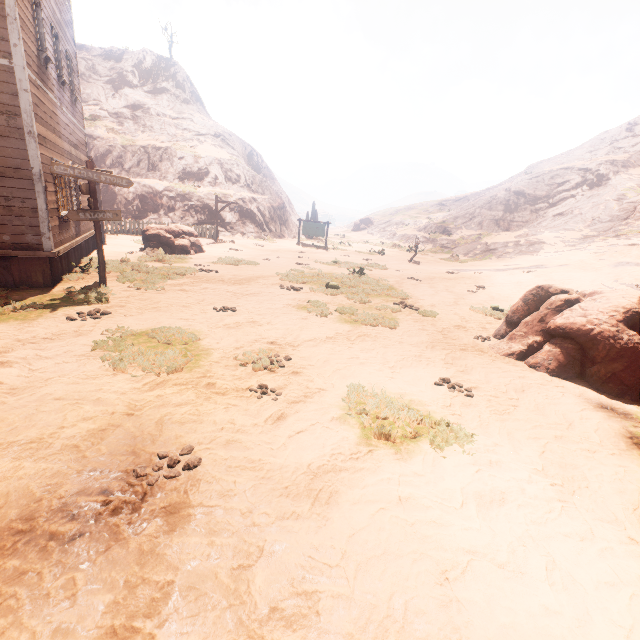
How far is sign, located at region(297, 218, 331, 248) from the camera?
26.8m

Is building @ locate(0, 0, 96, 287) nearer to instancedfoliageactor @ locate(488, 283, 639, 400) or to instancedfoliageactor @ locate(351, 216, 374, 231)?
instancedfoliageactor @ locate(488, 283, 639, 400)

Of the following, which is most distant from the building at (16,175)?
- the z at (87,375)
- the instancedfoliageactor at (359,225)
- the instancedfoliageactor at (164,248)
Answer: the instancedfoliageactor at (359,225)

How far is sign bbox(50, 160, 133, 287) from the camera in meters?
7.8 m

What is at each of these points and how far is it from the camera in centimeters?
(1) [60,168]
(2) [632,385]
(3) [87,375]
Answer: (1) sign, 768cm
(2) instancedfoliageactor, 574cm
(3) z, 478cm

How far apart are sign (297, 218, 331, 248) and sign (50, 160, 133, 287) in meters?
19.2

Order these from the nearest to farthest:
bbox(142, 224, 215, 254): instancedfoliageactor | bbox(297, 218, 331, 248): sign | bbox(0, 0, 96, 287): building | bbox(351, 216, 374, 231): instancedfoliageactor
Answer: bbox(0, 0, 96, 287): building
bbox(142, 224, 215, 254): instancedfoliageactor
bbox(297, 218, 331, 248): sign
bbox(351, 216, 374, 231): instancedfoliageactor

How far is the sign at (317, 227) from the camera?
26.8m
